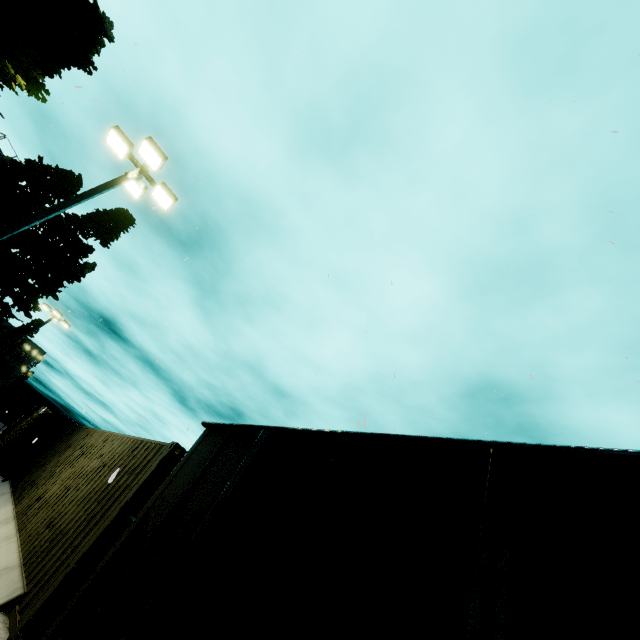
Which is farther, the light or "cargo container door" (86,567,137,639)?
the light

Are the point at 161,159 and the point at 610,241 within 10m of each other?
no

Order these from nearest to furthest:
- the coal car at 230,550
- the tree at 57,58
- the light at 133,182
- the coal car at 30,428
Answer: the coal car at 230,550, the tree at 57,58, the light at 133,182, the coal car at 30,428

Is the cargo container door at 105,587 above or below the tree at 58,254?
below

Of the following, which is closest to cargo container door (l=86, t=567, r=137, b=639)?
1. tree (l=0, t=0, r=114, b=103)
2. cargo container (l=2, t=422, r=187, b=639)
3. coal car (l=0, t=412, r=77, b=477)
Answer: cargo container (l=2, t=422, r=187, b=639)

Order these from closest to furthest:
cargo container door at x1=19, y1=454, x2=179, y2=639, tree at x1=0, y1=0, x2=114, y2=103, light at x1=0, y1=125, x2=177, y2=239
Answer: cargo container door at x1=19, y1=454, x2=179, y2=639 < tree at x1=0, y1=0, x2=114, y2=103 < light at x1=0, y1=125, x2=177, y2=239

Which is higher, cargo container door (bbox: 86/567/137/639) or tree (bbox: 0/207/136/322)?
tree (bbox: 0/207/136/322)

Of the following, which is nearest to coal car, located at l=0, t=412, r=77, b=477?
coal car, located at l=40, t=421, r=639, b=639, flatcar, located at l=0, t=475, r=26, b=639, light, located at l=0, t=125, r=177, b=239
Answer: flatcar, located at l=0, t=475, r=26, b=639
